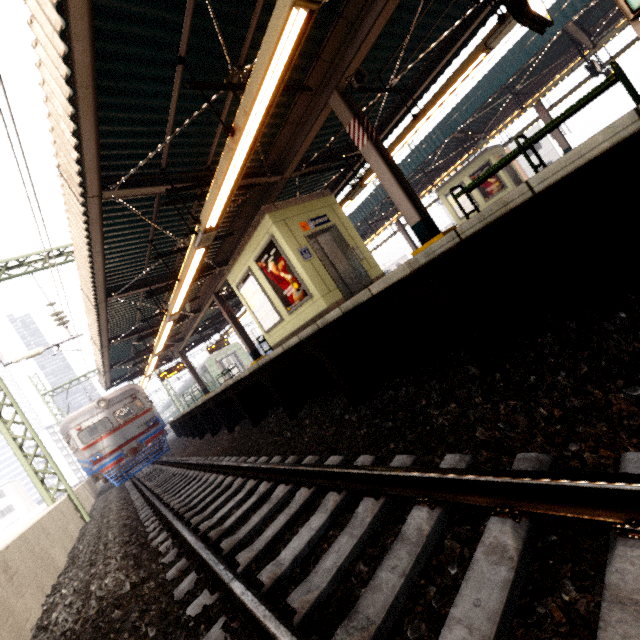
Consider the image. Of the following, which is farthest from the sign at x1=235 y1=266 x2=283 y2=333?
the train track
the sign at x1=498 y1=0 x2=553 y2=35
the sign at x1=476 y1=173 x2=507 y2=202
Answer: the sign at x1=476 y1=173 x2=507 y2=202

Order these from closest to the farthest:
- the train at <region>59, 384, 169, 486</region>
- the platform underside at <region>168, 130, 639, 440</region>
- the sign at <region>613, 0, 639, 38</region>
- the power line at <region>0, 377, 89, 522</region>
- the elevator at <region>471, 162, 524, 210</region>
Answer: the platform underside at <region>168, 130, 639, 440</region>
the sign at <region>613, 0, 639, 38</region>
the power line at <region>0, 377, 89, 522</region>
the train at <region>59, 384, 169, 486</region>
the elevator at <region>471, 162, 524, 210</region>

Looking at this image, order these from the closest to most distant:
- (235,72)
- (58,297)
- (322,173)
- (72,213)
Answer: (235,72) < (72,213) < (58,297) < (322,173)

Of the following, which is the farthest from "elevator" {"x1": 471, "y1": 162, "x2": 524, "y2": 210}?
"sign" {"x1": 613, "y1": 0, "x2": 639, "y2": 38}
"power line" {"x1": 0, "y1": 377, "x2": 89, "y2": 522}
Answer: "power line" {"x1": 0, "y1": 377, "x2": 89, "y2": 522}

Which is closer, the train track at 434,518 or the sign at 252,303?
the train track at 434,518

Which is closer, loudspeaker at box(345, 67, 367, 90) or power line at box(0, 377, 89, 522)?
loudspeaker at box(345, 67, 367, 90)

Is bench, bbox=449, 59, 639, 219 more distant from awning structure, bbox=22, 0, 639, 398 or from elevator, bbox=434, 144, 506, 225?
elevator, bbox=434, 144, 506, 225

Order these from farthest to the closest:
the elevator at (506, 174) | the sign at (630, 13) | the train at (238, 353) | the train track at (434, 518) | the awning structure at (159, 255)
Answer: the train at (238, 353), the elevator at (506, 174), the awning structure at (159, 255), the sign at (630, 13), the train track at (434, 518)
